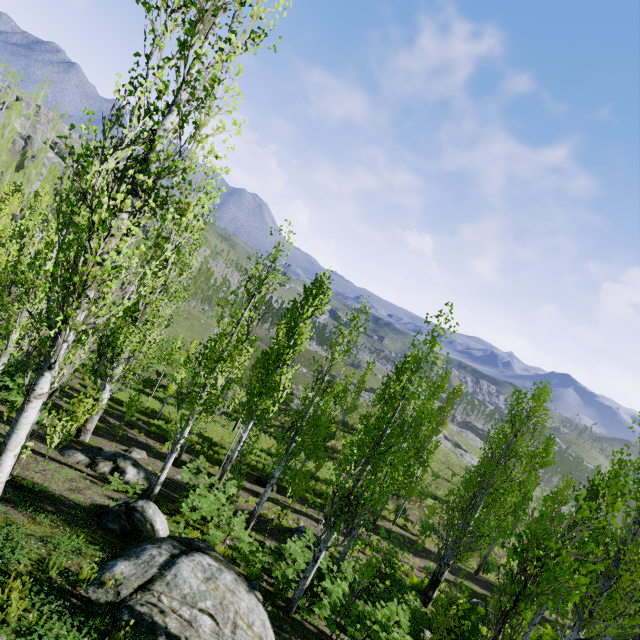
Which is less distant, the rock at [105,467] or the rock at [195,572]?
the rock at [195,572]

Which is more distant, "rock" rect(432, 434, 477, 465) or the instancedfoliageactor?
"rock" rect(432, 434, 477, 465)

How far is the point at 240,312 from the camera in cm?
1071

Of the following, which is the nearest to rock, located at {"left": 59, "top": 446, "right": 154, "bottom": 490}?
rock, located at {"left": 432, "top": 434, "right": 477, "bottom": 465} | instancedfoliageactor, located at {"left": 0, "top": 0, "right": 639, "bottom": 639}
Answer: instancedfoliageactor, located at {"left": 0, "top": 0, "right": 639, "bottom": 639}

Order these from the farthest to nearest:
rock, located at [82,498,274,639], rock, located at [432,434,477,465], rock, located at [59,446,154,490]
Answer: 1. rock, located at [432,434,477,465]
2. rock, located at [59,446,154,490]
3. rock, located at [82,498,274,639]

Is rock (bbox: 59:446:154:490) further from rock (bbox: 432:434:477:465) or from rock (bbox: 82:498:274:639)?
rock (bbox: 432:434:477:465)

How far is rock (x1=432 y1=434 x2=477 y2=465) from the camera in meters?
52.8 m

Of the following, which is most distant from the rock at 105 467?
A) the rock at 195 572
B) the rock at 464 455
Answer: the rock at 464 455
